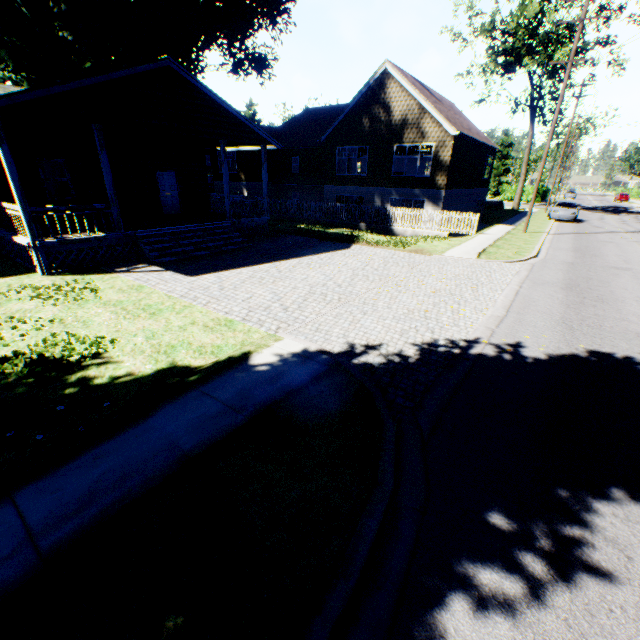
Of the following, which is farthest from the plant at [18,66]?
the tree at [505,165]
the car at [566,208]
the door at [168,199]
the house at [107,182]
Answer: the car at [566,208]

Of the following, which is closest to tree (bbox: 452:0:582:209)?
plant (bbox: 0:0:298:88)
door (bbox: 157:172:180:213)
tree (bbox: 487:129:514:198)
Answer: tree (bbox: 487:129:514:198)

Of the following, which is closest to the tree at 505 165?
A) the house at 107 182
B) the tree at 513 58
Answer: the tree at 513 58

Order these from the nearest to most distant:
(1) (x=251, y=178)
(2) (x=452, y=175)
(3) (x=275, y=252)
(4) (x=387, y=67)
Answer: (3) (x=275, y=252) → (4) (x=387, y=67) → (2) (x=452, y=175) → (1) (x=251, y=178)

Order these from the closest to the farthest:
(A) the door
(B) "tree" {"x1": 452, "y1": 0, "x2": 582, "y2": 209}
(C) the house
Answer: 1. (C) the house
2. (A) the door
3. (B) "tree" {"x1": 452, "y1": 0, "x2": 582, "y2": 209}

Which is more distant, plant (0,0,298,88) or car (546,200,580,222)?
car (546,200,580,222)

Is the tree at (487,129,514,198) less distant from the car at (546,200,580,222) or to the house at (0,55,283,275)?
the car at (546,200,580,222)

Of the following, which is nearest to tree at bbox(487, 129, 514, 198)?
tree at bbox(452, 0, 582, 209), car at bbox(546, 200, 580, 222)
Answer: tree at bbox(452, 0, 582, 209)
